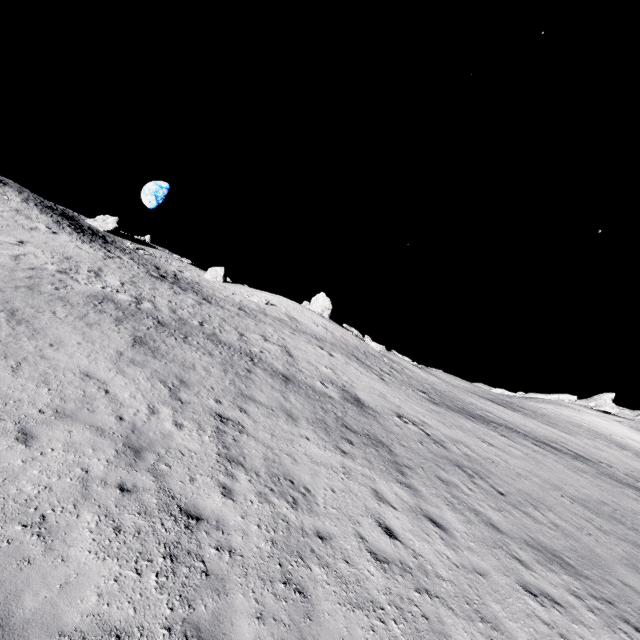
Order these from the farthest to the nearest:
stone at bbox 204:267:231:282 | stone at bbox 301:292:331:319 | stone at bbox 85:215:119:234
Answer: stone at bbox 204:267:231:282, stone at bbox 301:292:331:319, stone at bbox 85:215:119:234

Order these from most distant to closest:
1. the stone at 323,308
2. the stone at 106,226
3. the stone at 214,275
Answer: the stone at 214,275 < the stone at 323,308 < the stone at 106,226

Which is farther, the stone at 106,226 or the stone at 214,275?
the stone at 214,275

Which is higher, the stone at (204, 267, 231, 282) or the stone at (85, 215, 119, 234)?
the stone at (85, 215, 119, 234)

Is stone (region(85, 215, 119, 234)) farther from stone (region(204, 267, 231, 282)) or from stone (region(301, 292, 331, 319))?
stone (region(301, 292, 331, 319))

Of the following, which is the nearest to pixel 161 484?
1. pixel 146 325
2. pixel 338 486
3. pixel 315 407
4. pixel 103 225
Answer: pixel 338 486

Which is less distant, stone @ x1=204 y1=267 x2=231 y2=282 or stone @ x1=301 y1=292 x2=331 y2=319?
stone @ x1=301 y1=292 x2=331 y2=319
